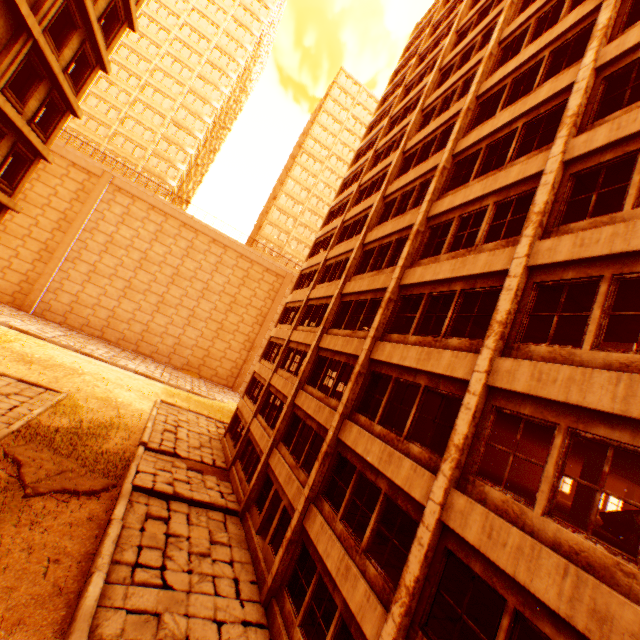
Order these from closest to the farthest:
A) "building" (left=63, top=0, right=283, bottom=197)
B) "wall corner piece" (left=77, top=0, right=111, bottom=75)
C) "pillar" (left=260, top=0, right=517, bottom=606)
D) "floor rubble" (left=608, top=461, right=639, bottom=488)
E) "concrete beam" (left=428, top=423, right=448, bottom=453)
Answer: "pillar" (left=260, top=0, right=517, bottom=606) < "floor rubble" (left=608, top=461, right=639, bottom=488) < "concrete beam" (left=428, top=423, right=448, bottom=453) < "wall corner piece" (left=77, top=0, right=111, bottom=75) < "building" (left=63, top=0, right=283, bottom=197)

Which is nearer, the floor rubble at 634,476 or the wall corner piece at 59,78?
the wall corner piece at 59,78

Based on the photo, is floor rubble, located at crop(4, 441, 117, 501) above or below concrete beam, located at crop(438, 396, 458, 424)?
below

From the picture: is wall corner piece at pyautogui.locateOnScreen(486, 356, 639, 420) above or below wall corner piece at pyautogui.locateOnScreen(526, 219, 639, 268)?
below

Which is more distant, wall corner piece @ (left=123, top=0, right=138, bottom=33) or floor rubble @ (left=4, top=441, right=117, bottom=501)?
wall corner piece @ (left=123, top=0, right=138, bottom=33)

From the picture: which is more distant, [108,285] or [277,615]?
[108,285]

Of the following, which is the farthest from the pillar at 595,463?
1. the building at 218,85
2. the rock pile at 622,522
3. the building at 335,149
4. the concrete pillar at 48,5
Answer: the building at 218,85

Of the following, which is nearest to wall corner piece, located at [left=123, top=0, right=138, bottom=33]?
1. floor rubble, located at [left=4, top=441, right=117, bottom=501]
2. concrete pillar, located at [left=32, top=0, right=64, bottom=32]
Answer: concrete pillar, located at [left=32, top=0, right=64, bottom=32]
